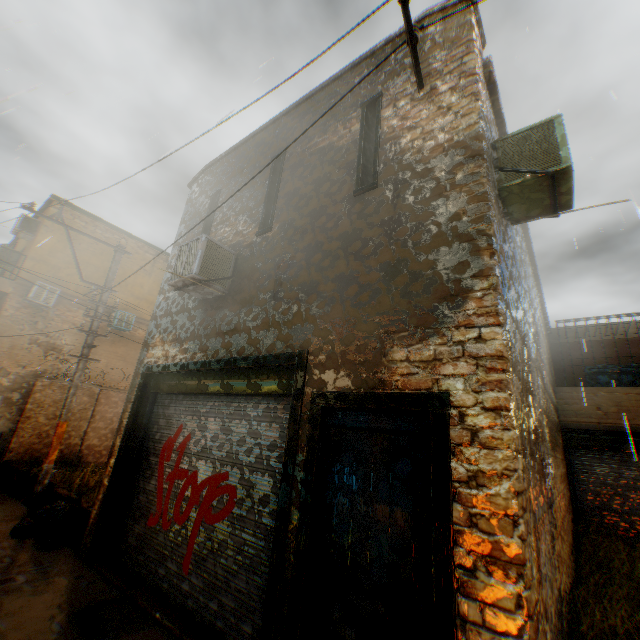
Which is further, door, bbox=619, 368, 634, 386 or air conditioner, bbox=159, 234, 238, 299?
door, bbox=619, 368, 634, 386

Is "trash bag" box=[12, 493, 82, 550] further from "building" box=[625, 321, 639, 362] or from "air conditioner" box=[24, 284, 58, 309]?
"air conditioner" box=[24, 284, 58, 309]

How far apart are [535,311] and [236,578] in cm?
809

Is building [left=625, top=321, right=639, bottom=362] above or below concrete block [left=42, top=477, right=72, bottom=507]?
above

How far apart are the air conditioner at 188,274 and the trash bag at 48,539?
2.23m

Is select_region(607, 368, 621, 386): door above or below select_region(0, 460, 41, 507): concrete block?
above

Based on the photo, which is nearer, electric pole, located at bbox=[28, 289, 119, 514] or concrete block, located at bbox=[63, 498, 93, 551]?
concrete block, located at bbox=[63, 498, 93, 551]
